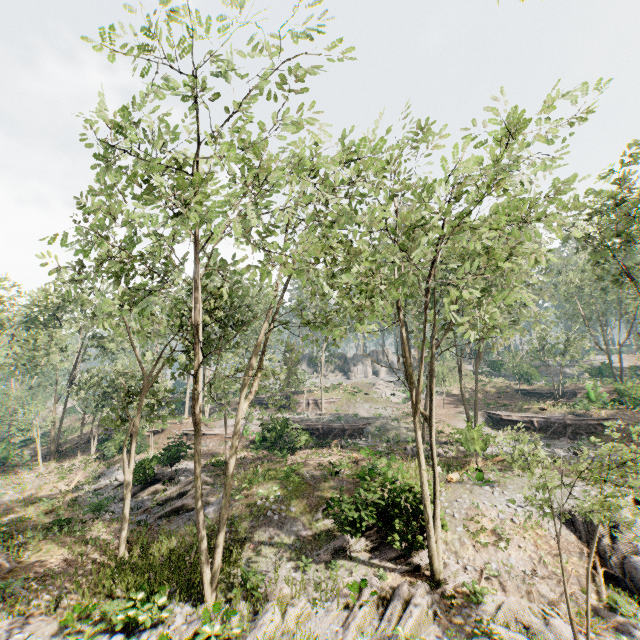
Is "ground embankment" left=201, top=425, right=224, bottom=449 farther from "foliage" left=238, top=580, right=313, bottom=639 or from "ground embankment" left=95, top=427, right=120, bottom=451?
"ground embankment" left=95, top=427, right=120, bottom=451

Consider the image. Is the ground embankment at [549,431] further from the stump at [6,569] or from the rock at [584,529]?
the stump at [6,569]

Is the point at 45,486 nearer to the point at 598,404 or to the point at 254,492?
the point at 254,492

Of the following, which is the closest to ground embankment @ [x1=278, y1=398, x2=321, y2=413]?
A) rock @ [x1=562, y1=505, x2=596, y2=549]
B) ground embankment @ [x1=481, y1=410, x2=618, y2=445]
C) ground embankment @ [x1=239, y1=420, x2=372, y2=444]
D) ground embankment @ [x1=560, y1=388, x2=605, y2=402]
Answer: ground embankment @ [x1=239, y1=420, x2=372, y2=444]

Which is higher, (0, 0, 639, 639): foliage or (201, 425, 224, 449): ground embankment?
(0, 0, 639, 639): foliage

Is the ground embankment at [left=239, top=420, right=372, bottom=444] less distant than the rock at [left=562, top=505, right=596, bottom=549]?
No

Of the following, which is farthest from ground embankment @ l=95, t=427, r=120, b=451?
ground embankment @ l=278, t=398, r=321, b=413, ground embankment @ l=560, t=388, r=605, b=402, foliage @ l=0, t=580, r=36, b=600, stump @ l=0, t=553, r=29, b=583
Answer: ground embankment @ l=560, t=388, r=605, b=402

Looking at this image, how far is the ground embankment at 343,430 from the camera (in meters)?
27.83
